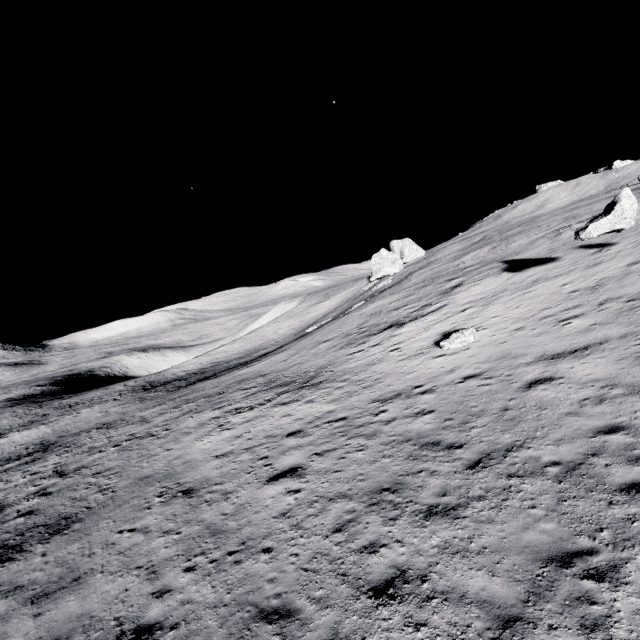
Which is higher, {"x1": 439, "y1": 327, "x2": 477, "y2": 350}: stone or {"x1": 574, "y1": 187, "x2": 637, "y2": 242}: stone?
{"x1": 574, "y1": 187, "x2": 637, "y2": 242}: stone

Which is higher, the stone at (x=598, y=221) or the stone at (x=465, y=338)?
the stone at (x=598, y=221)

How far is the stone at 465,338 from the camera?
16.7m

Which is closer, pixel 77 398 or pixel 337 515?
pixel 337 515

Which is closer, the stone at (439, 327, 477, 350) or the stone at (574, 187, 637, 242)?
the stone at (574, 187, 637, 242)

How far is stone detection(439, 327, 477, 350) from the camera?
16.7m
